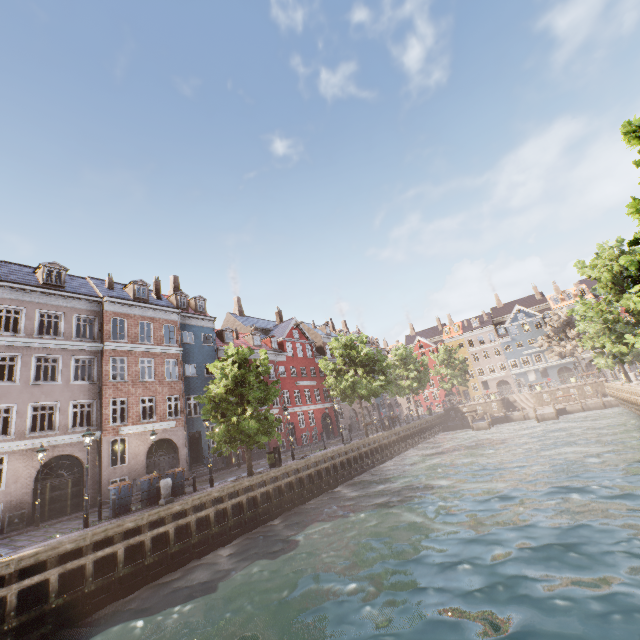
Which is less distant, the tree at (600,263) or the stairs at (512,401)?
the tree at (600,263)

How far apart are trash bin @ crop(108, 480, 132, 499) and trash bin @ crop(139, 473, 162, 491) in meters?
0.5

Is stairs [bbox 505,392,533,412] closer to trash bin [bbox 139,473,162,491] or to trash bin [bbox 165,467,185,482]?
trash bin [bbox 165,467,185,482]

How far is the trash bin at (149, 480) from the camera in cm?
1593

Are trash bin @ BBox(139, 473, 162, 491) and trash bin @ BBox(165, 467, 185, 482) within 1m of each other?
yes

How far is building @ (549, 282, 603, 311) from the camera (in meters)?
56.03

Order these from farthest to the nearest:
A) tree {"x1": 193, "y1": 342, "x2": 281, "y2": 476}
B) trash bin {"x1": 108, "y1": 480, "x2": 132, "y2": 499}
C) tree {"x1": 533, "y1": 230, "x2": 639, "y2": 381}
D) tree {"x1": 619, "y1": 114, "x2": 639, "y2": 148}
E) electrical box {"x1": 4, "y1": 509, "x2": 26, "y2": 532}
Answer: tree {"x1": 533, "y1": 230, "x2": 639, "y2": 381}
tree {"x1": 193, "y1": 342, "x2": 281, "y2": 476}
electrical box {"x1": 4, "y1": 509, "x2": 26, "y2": 532}
trash bin {"x1": 108, "y1": 480, "x2": 132, "y2": 499}
tree {"x1": 619, "y1": 114, "x2": 639, "y2": 148}

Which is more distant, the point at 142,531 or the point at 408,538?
the point at 142,531
